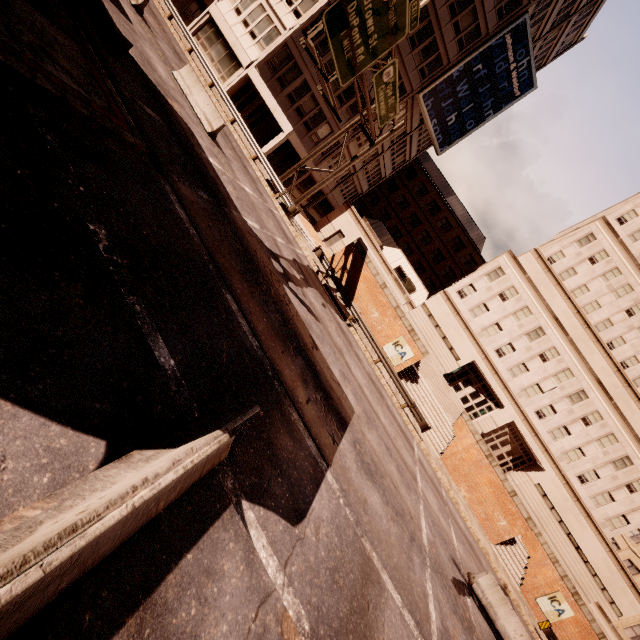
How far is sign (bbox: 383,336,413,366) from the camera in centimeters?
2430cm

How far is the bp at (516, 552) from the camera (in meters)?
23.05

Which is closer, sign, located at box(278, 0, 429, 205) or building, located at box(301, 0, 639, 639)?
sign, located at box(278, 0, 429, 205)

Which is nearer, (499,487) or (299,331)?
(299,331)

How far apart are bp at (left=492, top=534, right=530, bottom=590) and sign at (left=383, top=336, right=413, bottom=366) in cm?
1440

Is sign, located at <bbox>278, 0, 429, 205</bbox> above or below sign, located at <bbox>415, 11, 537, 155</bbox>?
below

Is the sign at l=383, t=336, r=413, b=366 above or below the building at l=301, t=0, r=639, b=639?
below

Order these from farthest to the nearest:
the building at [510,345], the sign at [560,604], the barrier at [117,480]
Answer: the building at [510,345], the sign at [560,604], the barrier at [117,480]
